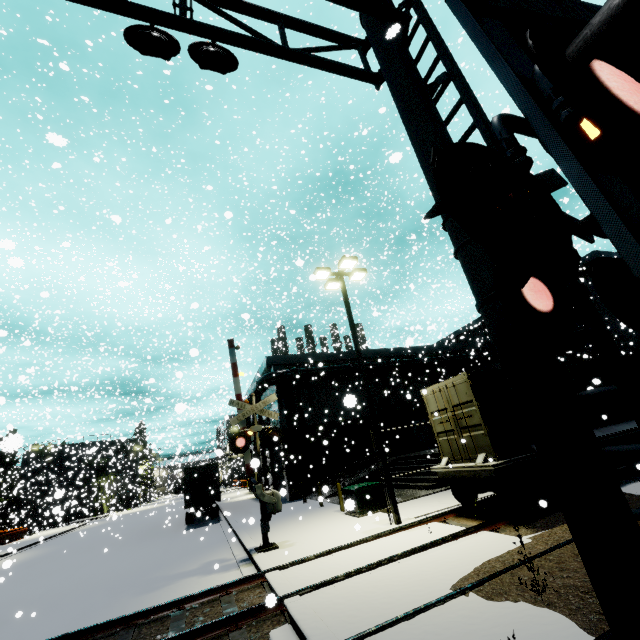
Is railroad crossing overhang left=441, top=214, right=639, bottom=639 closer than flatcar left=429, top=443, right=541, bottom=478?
Yes

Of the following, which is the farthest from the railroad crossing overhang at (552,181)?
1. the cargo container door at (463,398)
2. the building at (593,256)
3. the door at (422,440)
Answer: the door at (422,440)

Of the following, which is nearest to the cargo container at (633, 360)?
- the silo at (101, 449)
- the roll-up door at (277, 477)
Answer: the roll-up door at (277, 477)

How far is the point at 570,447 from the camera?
2.5m

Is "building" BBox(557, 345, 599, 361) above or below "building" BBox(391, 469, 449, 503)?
above

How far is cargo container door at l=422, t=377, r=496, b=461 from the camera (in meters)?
9.80

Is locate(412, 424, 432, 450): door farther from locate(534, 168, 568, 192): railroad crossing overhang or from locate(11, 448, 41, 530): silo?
locate(534, 168, 568, 192): railroad crossing overhang

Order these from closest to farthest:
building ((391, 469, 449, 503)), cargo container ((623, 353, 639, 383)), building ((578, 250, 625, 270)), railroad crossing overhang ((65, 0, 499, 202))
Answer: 1. railroad crossing overhang ((65, 0, 499, 202))
2. cargo container ((623, 353, 639, 383))
3. building ((391, 469, 449, 503))
4. building ((578, 250, 625, 270))
